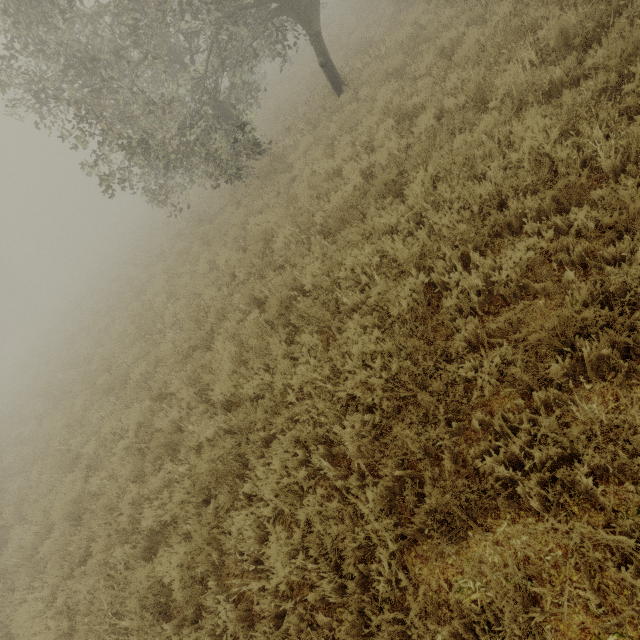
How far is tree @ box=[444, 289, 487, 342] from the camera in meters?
3.3

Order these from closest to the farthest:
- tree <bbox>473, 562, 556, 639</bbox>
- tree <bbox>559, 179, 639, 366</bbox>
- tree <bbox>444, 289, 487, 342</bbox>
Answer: tree <bbox>473, 562, 556, 639</bbox> < tree <bbox>559, 179, 639, 366</bbox> < tree <bbox>444, 289, 487, 342</bbox>

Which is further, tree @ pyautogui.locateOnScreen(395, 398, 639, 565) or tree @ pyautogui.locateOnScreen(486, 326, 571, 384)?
tree @ pyautogui.locateOnScreen(486, 326, 571, 384)

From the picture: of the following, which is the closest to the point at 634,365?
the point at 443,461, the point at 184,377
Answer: the point at 443,461

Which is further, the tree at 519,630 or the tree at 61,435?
the tree at 61,435
